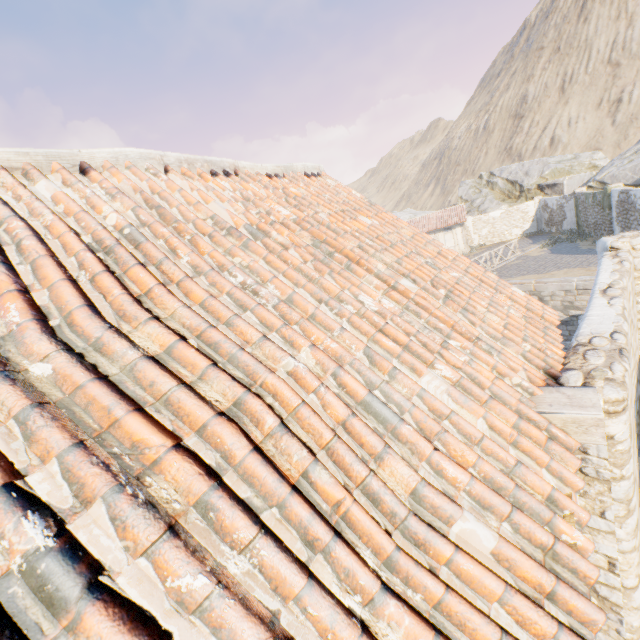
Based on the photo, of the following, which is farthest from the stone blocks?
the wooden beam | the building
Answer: the wooden beam

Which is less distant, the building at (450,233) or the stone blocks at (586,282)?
the stone blocks at (586,282)

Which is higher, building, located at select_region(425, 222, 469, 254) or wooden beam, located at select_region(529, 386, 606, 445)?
wooden beam, located at select_region(529, 386, 606, 445)

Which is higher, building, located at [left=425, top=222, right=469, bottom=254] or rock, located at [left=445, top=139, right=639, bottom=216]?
rock, located at [left=445, top=139, right=639, bottom=216]

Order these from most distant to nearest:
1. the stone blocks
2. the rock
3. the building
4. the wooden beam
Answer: the building < the rock < the stone blocks < the wooden beam

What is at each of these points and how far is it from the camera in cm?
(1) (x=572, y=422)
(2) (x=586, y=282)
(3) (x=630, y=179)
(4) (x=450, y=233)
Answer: (1) wooden beam, 230
(2) stone blocks, 1392
(3) rock, 2155
(4) building, 3017

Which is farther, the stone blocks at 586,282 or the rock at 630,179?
the rock at 630,179

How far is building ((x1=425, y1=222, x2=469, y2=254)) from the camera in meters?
29.8
